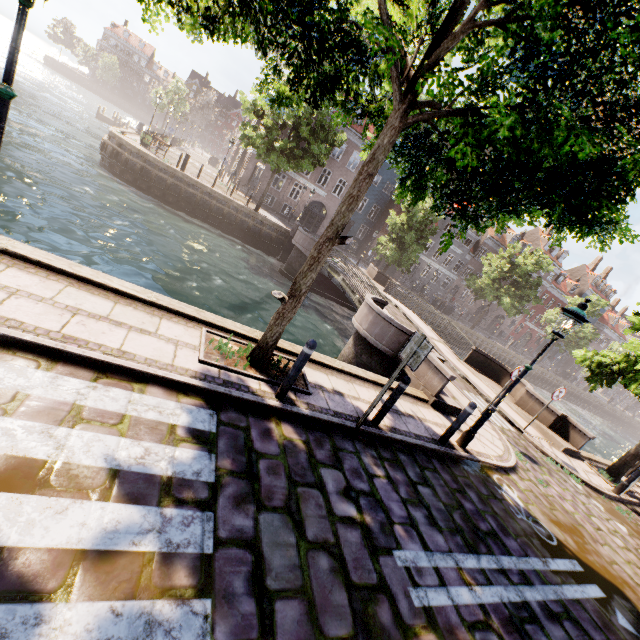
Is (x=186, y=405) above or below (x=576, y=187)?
below

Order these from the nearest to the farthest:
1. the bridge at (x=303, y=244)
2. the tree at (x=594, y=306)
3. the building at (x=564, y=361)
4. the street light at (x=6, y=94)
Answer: the street light at (x=6, y=94), the bridge at (x=303, y=244), the tree at (x=594, y=306), the building at (x=564, y=361)

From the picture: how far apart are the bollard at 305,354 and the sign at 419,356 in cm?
144

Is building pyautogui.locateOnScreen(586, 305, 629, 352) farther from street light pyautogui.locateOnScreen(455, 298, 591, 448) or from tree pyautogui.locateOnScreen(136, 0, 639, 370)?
street light pyautogui.locateOnScreen(455, 298, 591, 448)

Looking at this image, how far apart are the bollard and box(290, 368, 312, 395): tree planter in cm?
21

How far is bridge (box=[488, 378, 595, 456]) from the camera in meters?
11.3

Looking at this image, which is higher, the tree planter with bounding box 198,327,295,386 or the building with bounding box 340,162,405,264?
the building with bounding box 340,162,405,264

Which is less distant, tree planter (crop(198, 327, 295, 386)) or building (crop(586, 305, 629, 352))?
tree planter (crop(198, 327, 295, 386))
